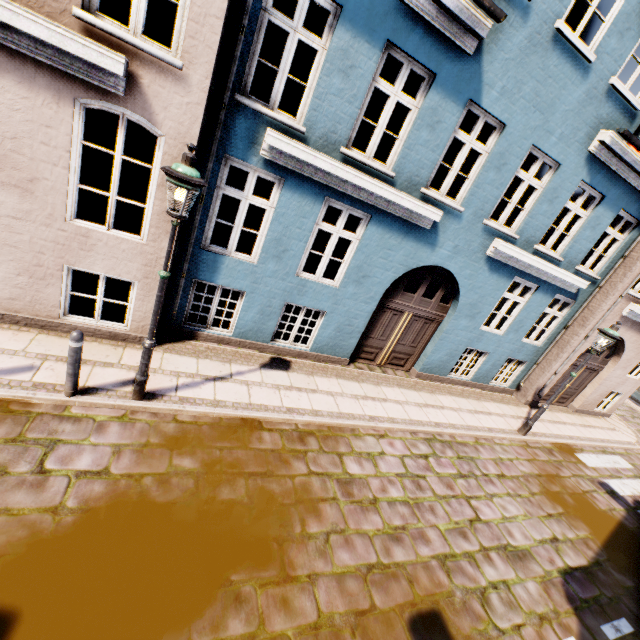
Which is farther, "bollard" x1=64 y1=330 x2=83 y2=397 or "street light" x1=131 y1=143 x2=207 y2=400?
"bollard" x1=64 y1=330 x2=83 y2=397

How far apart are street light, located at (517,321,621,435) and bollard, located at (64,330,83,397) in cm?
1069

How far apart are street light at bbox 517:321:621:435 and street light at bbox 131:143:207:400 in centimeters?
974cm

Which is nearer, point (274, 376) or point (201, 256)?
point (201, 256)

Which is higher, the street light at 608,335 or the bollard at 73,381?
the street light at 608,335

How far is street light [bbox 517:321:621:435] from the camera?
7.9 meters

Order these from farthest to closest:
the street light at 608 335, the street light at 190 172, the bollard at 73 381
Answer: the street light at 608 335 < the bollard at 73 381 < the street light at 190 172

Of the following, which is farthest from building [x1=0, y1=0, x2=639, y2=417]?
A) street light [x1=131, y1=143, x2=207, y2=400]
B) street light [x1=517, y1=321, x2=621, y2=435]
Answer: street light [x1=517, y1=321, x2=621, y2=435]
